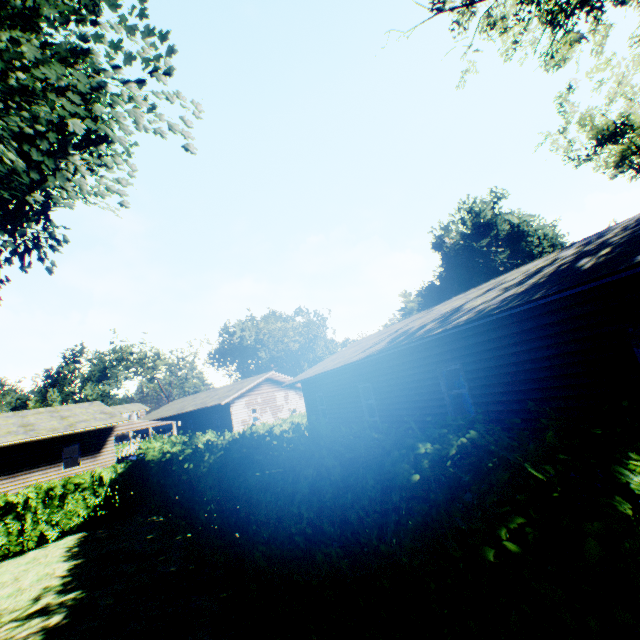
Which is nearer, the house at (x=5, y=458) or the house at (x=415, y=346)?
the house at (x=415, y=346)

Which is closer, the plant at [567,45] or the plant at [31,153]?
the plant at [31,153]

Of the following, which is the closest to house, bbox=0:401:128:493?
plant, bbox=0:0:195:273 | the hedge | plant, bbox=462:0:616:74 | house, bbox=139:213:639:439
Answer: plant, bbox=462:0:616:74

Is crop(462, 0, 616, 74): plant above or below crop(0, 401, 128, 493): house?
above

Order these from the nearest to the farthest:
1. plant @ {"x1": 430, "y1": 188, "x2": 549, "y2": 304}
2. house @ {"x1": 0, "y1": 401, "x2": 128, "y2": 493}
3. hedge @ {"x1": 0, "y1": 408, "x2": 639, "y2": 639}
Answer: hedge @ {"x1": 0, "y1": 408, "x2": 639, "y2": 639}, house @ {"x1": 0, "y1": 401, "x2": 128, "y2": 493}, plant @ {"x1": 430, "y1": 188, "x2": 549, "y2": 304}

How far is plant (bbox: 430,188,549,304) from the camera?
53.22m

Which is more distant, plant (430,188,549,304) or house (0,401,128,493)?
plant (430,188,549,304)

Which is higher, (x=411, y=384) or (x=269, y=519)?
(x=411, y=384)
